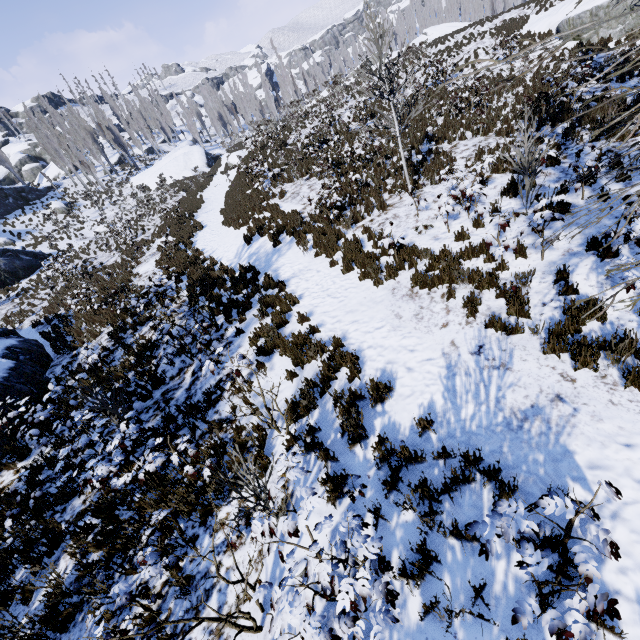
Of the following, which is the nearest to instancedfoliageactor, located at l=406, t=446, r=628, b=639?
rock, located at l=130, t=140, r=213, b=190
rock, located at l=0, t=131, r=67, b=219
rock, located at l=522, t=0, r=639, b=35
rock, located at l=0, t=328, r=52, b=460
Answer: rock, located at l=130, t=140, r=213, b=190

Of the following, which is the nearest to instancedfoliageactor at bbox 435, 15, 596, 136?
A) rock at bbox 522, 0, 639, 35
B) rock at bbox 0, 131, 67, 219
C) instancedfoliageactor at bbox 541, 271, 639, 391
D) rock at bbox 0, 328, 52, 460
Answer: rock at bbox 0, 131, 67, 219

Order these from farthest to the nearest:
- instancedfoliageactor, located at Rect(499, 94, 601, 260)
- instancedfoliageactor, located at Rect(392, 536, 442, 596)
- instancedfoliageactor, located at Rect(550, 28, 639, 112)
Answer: instancedfoliageactor, located at Rect(499, 94, 601, 260)
instancedfoliageactor, located at Rect(392, 536, 442, 596)
instancedfoliageactor, located at Rect(550, 28, 639, 112)

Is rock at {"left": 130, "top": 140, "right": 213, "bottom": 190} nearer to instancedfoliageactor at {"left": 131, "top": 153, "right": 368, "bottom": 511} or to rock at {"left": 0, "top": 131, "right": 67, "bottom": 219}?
instancedfoliageactor at {"left": 131, "top": 153, "right": 368, "bottom": 511}

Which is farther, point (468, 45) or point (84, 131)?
point (84, 131)

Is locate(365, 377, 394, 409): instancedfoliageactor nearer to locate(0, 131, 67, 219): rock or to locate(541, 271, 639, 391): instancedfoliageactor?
locate(0, 131, 67, 219): rock

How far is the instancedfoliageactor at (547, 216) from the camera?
6.0 meters
